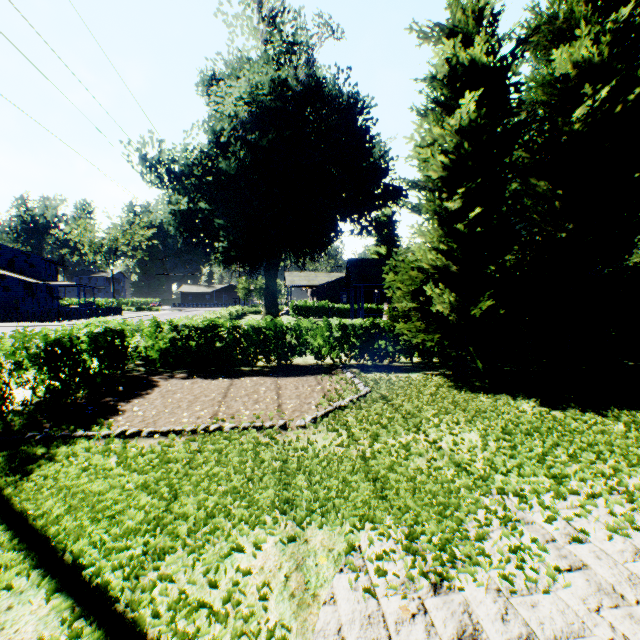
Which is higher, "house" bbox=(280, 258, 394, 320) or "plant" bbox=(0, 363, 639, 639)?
"house" bbox=(280, 258, 394, 320)

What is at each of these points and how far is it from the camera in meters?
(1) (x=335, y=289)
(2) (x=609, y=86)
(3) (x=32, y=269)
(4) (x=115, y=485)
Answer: (1) house, 46.2
(2) tree, 9.7
(3) house, 45.0
(4) plant, 4.4

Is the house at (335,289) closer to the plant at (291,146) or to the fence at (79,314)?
the plant at (291,146)

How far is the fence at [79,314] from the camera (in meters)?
33.47

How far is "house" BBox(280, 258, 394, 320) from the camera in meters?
21.2 m

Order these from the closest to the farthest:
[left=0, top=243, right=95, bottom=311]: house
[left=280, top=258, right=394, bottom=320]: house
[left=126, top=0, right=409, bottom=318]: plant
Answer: [left=126, top=0, right=409, bottom=318]: plant → [left=280, top=258, right=394, bottom=320]: house → [left=0, top=243, right=95, bottom=311]: house

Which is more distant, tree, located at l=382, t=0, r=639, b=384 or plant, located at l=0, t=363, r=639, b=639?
tree, located at l=382, t=0, r=639, b=384

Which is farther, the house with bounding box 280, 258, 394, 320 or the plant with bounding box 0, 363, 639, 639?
the house with bounding box 280, 258, 394, 320
